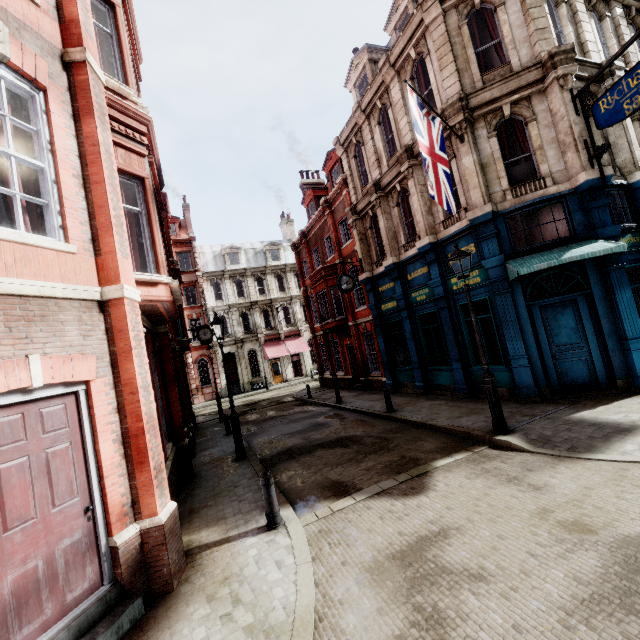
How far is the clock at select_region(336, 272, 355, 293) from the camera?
16.6m

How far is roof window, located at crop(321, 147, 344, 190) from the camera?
19.9 meters

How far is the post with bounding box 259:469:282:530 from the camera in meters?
5.7

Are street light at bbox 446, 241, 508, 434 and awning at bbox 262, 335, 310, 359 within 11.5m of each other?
no

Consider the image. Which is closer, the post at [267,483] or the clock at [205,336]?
the post at [267,483]

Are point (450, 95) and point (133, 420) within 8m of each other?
no

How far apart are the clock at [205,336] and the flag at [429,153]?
17.52m

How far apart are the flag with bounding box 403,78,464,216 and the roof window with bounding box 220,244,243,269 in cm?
3112
